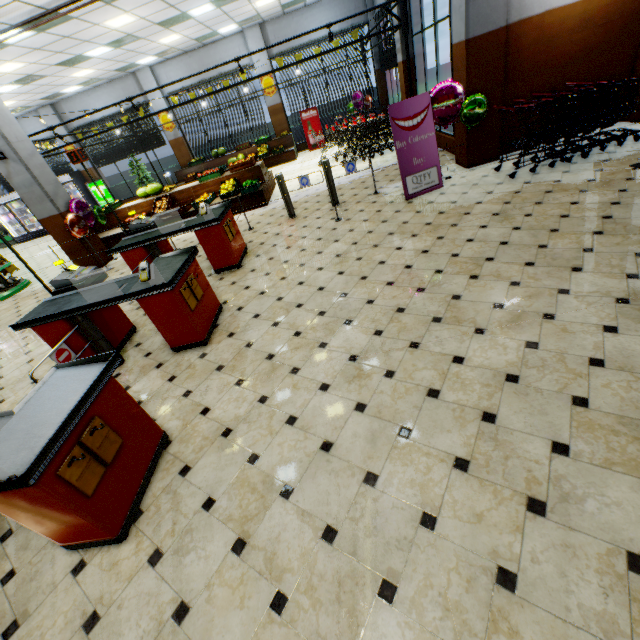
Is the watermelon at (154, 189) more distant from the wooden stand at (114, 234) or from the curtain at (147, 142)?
the curtain at (147, 142)

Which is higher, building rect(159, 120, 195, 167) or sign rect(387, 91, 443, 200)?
building rect(159, 120, 195, 167)

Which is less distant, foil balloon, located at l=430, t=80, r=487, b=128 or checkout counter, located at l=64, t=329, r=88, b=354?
checkout counter, located at l=64, t=329, r=88, b=354

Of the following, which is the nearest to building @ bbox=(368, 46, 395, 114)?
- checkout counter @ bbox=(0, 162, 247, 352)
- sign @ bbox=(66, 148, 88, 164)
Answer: checkout counter @ bbox=(0, 162, 247, 352)

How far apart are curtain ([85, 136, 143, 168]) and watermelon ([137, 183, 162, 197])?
7.0 meters

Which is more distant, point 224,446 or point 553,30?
point 553,30

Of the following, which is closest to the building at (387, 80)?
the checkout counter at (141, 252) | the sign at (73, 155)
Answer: the checkout counter at (141, 252)

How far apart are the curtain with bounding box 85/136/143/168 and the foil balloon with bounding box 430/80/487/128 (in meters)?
13.88
